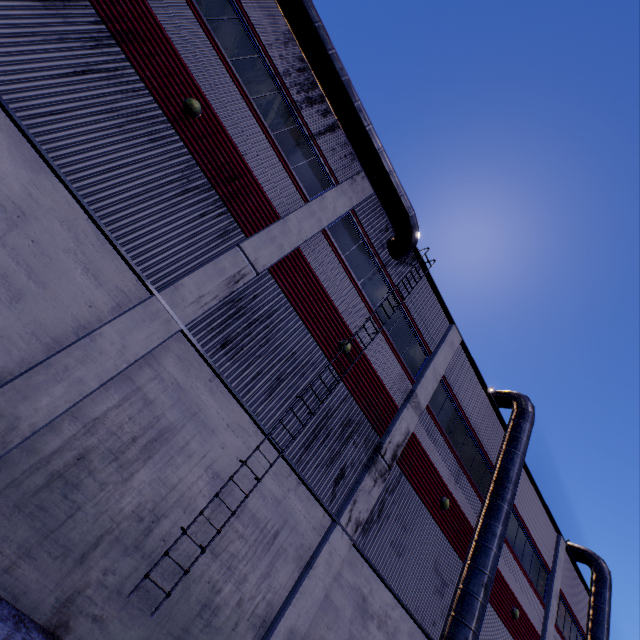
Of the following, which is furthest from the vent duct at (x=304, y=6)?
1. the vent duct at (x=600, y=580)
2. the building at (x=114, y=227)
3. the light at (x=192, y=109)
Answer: the vent duct at (x=600, y=580)

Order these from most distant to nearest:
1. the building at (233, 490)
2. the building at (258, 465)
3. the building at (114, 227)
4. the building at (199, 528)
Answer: the building at (258, 465) < the building at (233, 490) < the building at (199, 528) < the building at (114, 227)

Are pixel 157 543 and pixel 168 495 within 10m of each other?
yes

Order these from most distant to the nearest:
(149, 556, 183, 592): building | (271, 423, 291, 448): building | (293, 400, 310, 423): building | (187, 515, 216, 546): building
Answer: (293, 400, 310, 423): building
(271, 423, 291, 448): building
(187, 515, 216, 546): building
(149, 556, 183, 592): building

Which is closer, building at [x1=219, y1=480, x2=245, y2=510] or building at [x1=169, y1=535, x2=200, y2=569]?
building at [x1=169, y1=535, x2=200, y2=569]

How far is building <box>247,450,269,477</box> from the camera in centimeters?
817cm

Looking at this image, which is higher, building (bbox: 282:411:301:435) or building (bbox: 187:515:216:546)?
building (bbox: 282:411:301:435)

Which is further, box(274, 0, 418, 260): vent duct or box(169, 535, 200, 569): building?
box(274, 0, 418, 260): vent duct
